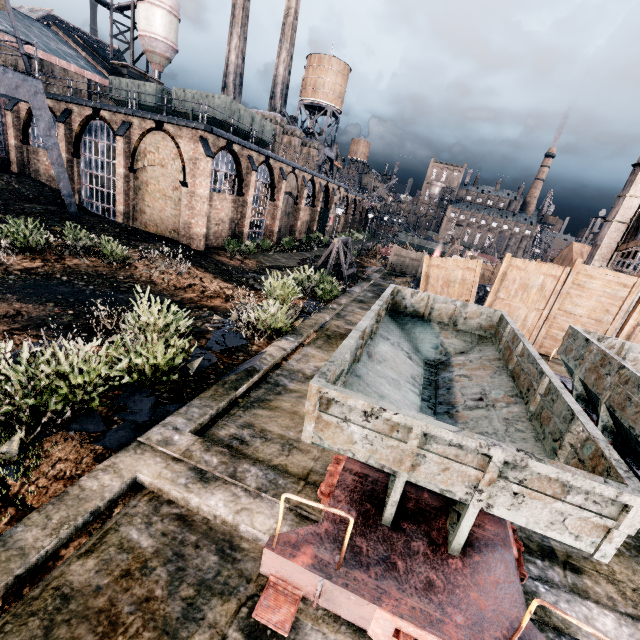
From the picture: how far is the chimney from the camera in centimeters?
3591cm

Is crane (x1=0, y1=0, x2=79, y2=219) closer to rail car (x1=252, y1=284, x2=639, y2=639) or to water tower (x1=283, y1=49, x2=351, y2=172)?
rail car (x1=252, y1=284, x2=639, y2=639)

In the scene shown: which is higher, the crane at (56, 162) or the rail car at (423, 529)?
the crane at (56, 162)

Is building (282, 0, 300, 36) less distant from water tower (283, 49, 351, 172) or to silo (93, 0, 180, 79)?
water tower (283, 49, 351, 172)

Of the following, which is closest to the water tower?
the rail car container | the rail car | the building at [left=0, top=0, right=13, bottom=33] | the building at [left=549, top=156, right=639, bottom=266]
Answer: the building at [left=0, top=0, right=13, bottom=33]

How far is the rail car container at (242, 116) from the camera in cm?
2470

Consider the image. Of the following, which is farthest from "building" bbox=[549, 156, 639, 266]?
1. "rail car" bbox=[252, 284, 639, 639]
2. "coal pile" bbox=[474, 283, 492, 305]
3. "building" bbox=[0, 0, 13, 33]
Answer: "building" bbox=[0, 0, 13, 33]

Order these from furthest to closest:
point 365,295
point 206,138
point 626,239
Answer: point 206,138, point 626,239, point 365,295
